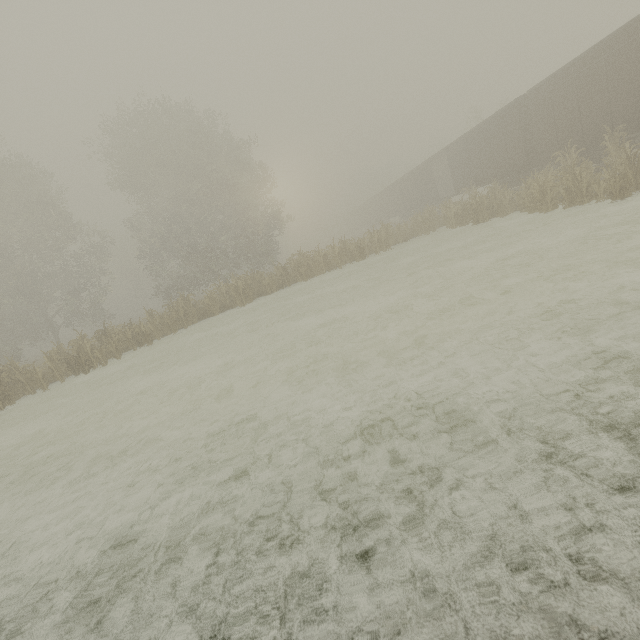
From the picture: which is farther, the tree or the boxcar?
the tree

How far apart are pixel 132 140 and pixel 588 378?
34.7 meters

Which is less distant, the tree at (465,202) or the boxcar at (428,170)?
the boxcar at (428,170)
